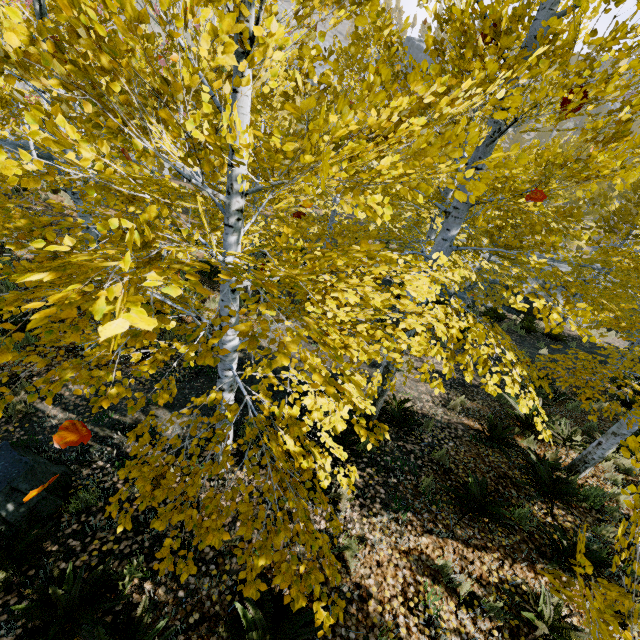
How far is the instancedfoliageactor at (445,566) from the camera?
3.70m

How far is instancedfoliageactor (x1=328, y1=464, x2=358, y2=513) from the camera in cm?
328

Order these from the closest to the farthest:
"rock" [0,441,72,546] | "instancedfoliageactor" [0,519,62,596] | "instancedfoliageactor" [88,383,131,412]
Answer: "instancedfoliageactor" [88,383,131,412] → "instancedfoliageactor" [0,519,62,596] → "rock" [0,441,72,546]

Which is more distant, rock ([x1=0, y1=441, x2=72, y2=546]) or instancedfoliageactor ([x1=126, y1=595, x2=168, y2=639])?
rock ([x1=0, y1=441, x2=72, y2=546])

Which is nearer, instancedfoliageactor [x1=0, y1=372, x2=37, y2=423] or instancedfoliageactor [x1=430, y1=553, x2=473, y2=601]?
instancedfoliageactor [x1=0, y1=372, x2=37, y2=423]

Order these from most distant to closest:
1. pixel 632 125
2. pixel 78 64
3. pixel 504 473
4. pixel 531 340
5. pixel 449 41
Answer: pixel 632 125, pixel 531 340, pixel 449 41, pixel 504 473, pixel 78 64
